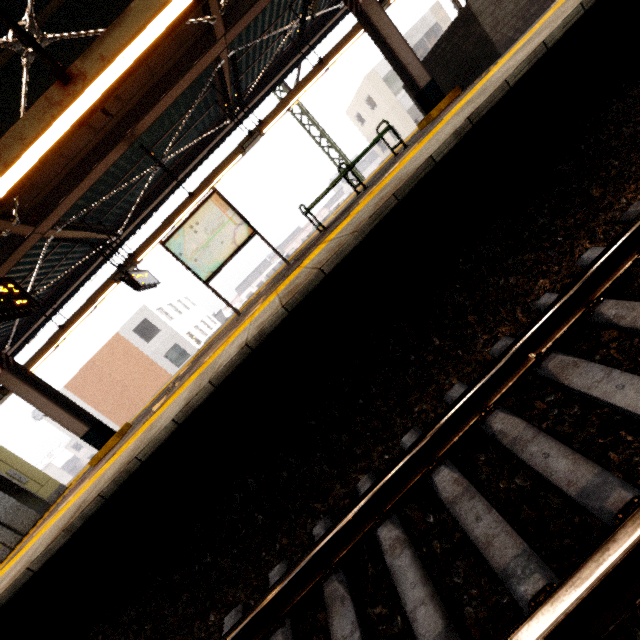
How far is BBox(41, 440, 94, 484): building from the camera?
49.6 meters

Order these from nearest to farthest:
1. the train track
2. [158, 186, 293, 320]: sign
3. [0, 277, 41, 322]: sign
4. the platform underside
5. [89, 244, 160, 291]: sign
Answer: the train track < the platform underside < [0, 277, 41, 322]: sign < [158, 186, 293, 320]: sign < [89, 244, 160, 291]: sign

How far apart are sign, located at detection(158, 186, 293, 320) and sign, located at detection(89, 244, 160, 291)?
2.3 meters

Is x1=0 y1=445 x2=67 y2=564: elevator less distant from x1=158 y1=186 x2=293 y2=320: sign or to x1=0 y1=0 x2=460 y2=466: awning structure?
x1=0 y1=0 x2=460 y2=466: awning structure

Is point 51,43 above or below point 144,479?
above

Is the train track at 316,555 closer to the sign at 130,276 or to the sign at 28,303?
the sign at 28,303

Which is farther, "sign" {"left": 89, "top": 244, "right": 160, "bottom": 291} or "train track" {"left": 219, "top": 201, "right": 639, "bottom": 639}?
"sign" {"left": 89, "top": 244, "right": 160, "bottom": 291}

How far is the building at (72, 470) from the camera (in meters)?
49.56
